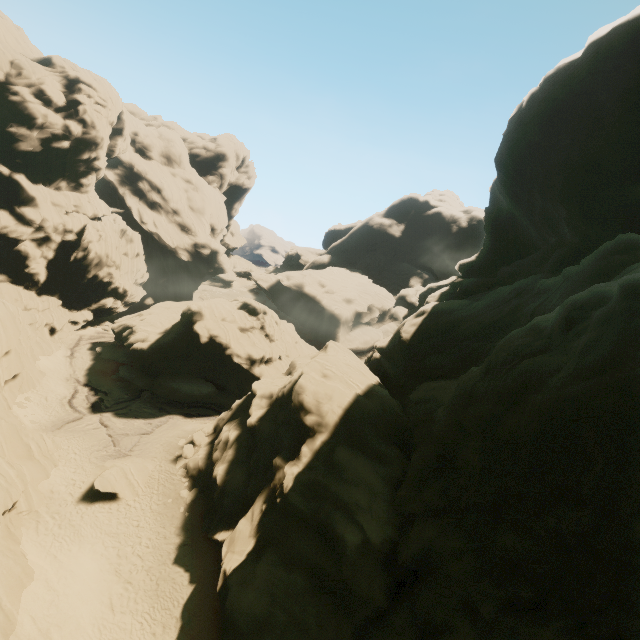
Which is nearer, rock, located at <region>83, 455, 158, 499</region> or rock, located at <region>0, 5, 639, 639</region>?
rock, located at <region>0, 5, 639, 639</region>

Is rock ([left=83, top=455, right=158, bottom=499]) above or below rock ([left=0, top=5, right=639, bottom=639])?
below

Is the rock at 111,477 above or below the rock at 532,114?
below

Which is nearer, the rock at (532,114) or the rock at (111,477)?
the rock at (532,114)

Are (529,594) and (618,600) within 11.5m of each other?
yes

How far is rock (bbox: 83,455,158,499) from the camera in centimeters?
2362cm
